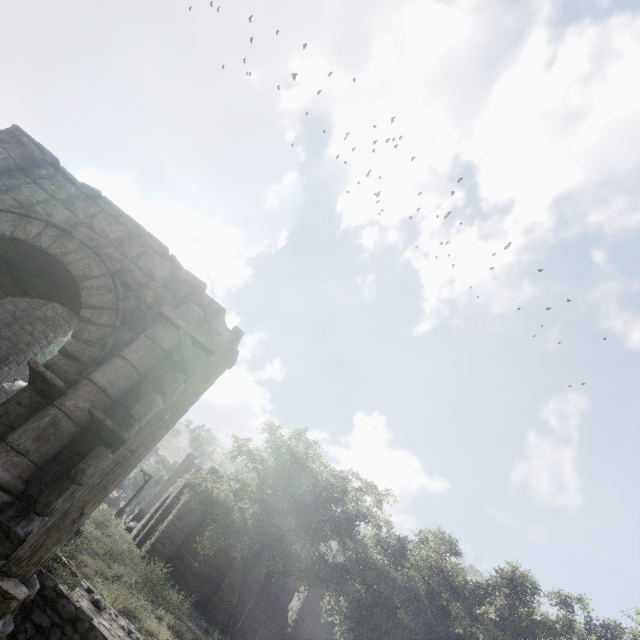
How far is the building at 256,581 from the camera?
19.03m

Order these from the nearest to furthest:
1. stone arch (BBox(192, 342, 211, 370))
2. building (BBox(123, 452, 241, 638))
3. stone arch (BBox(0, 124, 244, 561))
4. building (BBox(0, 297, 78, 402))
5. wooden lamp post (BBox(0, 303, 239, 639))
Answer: wooden lamp post (BBox(0, 303, 239, 639)) < stone arch (BBox(0, 124, 244, 561)) < stone arch (BBox(192, 342, 211, 370)) < building (BBox(0, 297, 78, 402)) < building (BBox(123, 452, 241, 638))

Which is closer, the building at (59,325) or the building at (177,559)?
the building at (59,325)

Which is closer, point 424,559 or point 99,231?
point 99,231

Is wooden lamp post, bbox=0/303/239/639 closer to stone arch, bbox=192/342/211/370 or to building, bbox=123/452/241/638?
stone arch, bbox=192/342/211/370

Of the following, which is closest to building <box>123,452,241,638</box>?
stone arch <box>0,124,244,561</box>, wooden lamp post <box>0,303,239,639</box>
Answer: stone arch <box>0,124,244,561</box>
